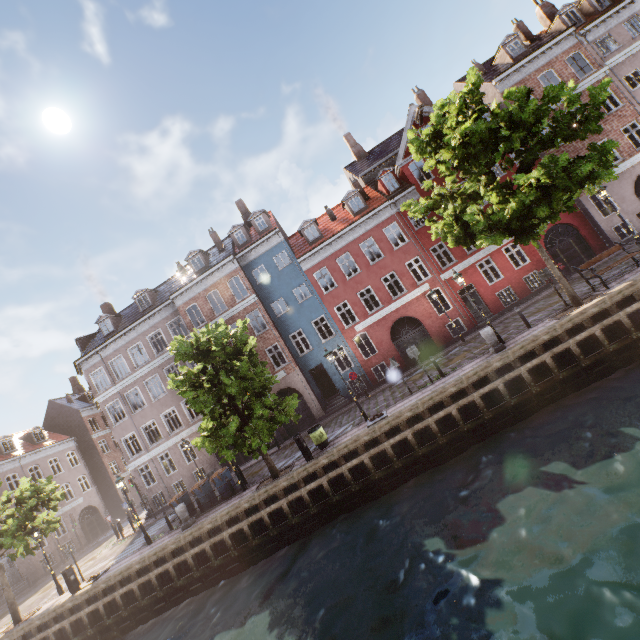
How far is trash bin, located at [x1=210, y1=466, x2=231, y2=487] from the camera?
16.7 meters

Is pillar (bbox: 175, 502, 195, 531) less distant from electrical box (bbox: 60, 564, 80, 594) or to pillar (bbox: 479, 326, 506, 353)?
electrical box (bbox: 60, 564, 80, 594)

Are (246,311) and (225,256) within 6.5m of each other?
yes

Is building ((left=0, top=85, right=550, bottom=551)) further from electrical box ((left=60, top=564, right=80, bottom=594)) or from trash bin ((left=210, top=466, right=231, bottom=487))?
electrical box ((left=60, top=564, right=80, bottom=594))

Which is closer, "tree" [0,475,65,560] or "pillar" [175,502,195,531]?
"pillar" [175,502,195,531]

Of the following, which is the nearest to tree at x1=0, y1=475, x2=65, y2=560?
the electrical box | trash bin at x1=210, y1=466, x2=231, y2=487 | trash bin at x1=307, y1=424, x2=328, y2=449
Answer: trash bin at x1=307, y1=424, x2=328, y2=449

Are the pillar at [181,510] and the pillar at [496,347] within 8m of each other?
no

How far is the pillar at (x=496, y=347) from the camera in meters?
13.4 m
